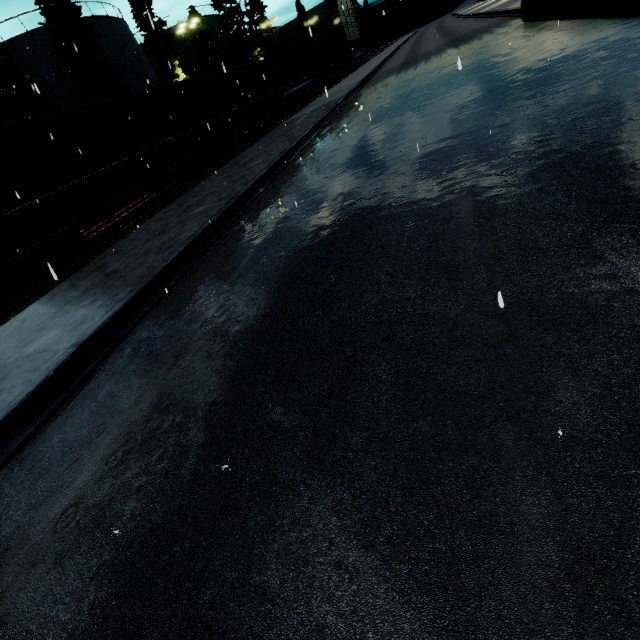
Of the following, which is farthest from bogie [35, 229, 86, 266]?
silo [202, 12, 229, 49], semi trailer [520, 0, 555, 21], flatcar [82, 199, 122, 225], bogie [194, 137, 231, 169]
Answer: semi trailer [520, 0, 555, 21]

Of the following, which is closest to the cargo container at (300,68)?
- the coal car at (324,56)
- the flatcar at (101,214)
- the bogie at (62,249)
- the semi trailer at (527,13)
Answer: the coal car at (324,56)

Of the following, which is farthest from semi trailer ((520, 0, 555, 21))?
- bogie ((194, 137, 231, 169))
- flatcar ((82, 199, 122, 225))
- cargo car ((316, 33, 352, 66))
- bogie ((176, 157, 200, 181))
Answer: cargo car ((316, 33, 352, 66))

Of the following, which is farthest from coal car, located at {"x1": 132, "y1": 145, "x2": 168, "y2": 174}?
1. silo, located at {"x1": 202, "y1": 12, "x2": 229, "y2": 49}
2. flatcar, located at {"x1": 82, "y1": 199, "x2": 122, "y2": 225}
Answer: silo, located at {"x1": 202, "y1": 12, "x2": 229, "y2": 49}

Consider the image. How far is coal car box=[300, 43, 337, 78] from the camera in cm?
3731

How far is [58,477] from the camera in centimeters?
327cm

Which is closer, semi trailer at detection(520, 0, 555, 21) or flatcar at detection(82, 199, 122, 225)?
flatcar at detection(82, 199, 122, 225)

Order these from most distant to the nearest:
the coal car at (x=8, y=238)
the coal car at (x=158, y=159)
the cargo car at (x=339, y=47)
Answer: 1. the cargo car at (x=339, y=47)
2. the coal car at (x=158, y=159)
3. the coal car at (x=8, y=238)
